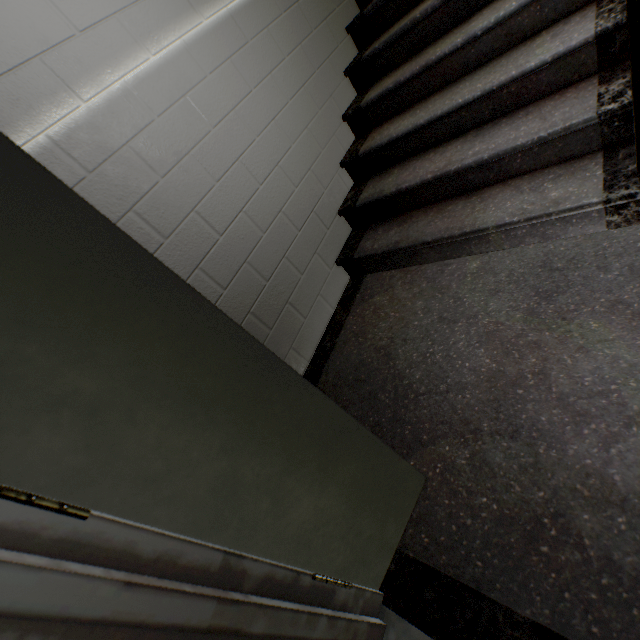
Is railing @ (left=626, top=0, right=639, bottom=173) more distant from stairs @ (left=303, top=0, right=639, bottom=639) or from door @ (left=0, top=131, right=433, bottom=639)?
door @ (left=0, top=131, right=433, bottom=639)

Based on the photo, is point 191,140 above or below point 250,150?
above

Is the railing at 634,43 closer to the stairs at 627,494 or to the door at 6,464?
Answer: the stairs at 627,494

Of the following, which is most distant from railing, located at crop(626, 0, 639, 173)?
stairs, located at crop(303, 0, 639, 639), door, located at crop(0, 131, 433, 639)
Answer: door, located at crop(0, 131, 433, 639)
